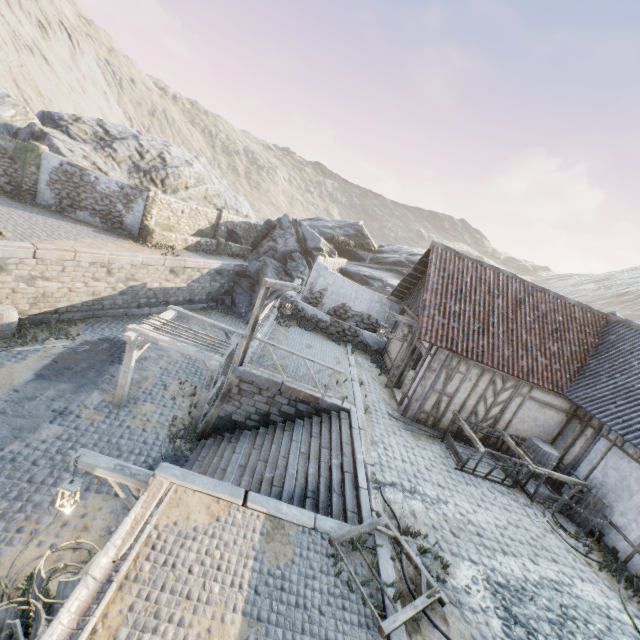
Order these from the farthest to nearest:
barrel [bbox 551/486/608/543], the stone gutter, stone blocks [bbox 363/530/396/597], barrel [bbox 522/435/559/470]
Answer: barrel [bbox 522/435/559/470] < barrel [bbox 551/486/608/543] < stone blocks [bbox 363/530/396/597] < the stone gutter

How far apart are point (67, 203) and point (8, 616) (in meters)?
20.23

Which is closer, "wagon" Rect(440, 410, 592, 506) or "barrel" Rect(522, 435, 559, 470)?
"wagon" Rect(440, 410, 592, 506)

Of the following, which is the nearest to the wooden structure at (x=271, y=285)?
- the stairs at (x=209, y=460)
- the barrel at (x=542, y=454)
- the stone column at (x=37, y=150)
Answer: the stairs at (x=209, y=460)

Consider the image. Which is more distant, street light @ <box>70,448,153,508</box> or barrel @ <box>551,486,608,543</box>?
barrel @ <box>551,486,608,543</box>

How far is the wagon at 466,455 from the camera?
9.3m

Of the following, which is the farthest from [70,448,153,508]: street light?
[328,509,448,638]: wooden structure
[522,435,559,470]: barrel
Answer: [522,435,559,470]: barrel

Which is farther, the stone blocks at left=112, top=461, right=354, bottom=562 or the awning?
the awning
